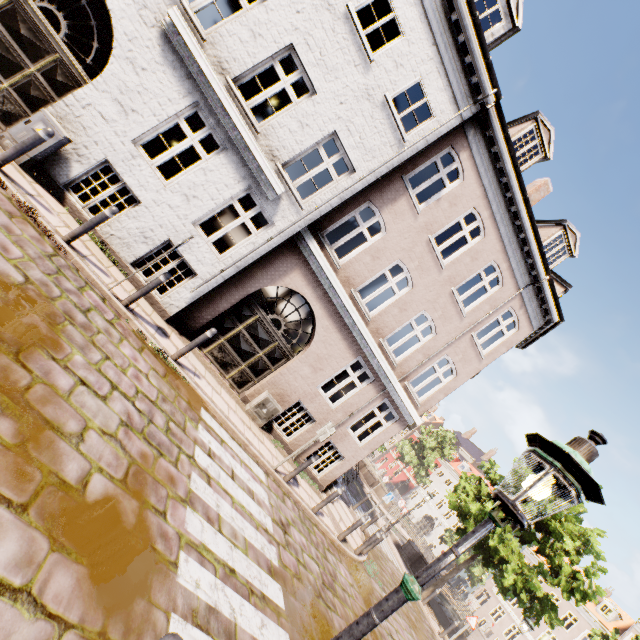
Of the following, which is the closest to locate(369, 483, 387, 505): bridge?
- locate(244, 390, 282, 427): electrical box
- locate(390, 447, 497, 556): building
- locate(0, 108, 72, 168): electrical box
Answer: locate(390, 447, 497, 556): building

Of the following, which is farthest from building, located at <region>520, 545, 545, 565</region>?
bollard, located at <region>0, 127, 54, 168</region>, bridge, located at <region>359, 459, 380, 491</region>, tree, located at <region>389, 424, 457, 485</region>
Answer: bollard, located at <region>0, 127, 54, 168</region>

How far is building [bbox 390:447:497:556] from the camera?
47.6m

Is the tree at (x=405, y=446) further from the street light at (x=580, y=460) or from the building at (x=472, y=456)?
the street light at (x=580, y=460)

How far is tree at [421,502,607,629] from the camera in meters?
13.7

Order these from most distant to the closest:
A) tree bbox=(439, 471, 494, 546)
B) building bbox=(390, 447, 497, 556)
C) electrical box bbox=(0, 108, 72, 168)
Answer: building bbox=(390, 447, 497, 556)
tree bbox=(439, 471, 494, 546)
electrical box bbox=(0, 108, 72, 168)

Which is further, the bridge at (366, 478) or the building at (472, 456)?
the building at (472, 456)

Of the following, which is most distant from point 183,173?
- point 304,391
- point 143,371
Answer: point 304,391
